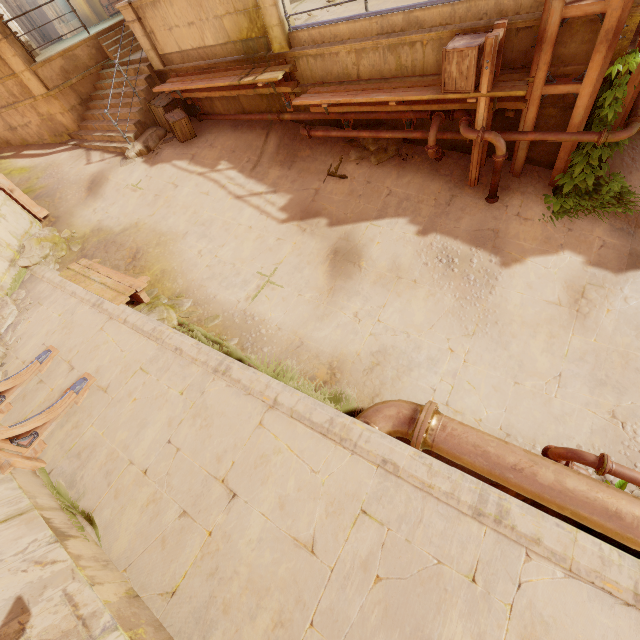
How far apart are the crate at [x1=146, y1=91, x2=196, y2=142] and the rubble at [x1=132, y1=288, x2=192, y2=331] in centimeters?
558cm

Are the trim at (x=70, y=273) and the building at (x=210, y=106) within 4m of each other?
no

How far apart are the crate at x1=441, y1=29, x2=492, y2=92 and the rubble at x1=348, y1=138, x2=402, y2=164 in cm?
158

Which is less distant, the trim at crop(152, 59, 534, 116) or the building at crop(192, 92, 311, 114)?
the trim at crop(152, 59, 534, 116)

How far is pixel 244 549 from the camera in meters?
3.4

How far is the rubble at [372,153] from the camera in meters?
7.5

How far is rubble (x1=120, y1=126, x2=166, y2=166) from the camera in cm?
975

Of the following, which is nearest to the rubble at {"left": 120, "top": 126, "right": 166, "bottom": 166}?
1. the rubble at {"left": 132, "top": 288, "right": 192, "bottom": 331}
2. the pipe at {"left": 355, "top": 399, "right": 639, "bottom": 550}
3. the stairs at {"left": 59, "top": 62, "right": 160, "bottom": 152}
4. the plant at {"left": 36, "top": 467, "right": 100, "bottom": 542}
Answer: the stairs at {"left": 59, "top": 62, "right": 160, "bottom": 152}
